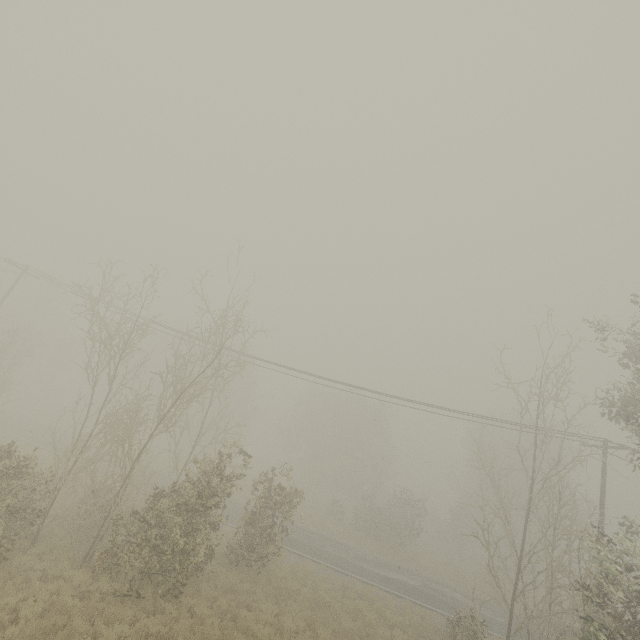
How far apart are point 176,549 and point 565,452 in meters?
44.2 m

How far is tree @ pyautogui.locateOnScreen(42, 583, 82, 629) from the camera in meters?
9.1

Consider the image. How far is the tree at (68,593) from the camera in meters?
9.1
